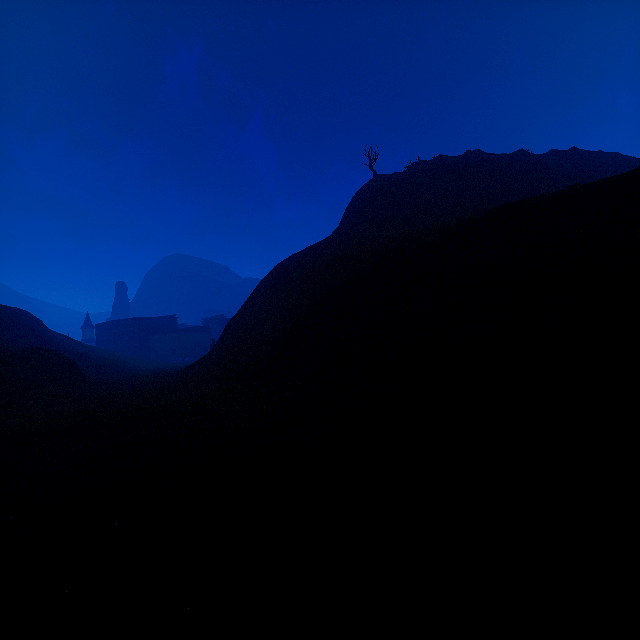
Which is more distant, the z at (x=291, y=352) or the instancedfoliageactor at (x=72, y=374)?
the instancedfoliageactor at (x=72, y=374)

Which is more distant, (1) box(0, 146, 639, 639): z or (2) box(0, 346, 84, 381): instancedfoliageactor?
(2) box(0, 346, 84, 381): instancedfoliageactor

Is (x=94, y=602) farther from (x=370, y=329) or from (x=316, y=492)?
(x=370, y=329)
